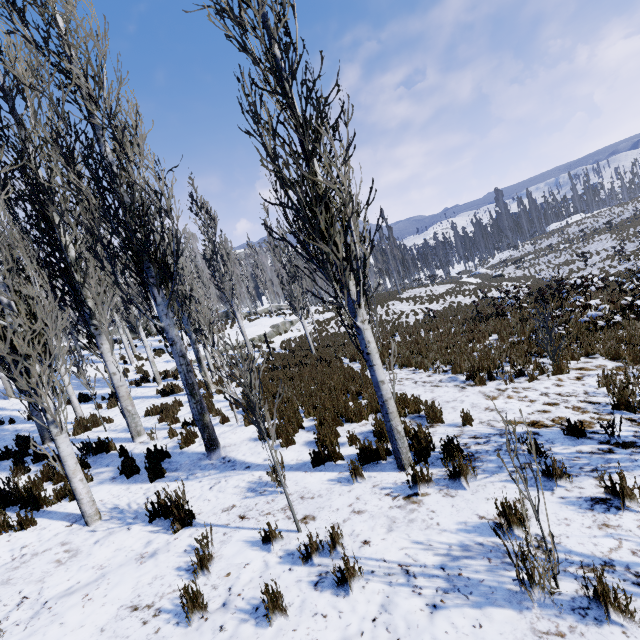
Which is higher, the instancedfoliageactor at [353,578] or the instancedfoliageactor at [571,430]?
the instancedfoliageactor at [353,578]

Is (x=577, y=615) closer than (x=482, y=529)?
Yes

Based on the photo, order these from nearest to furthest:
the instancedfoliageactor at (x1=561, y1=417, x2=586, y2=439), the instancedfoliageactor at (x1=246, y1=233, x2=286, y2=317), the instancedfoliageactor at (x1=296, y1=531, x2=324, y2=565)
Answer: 1. the instancedfoliageactor at (x1=296, y1=531, x2=324, y2=565)
2. the instancedfoliageactor at (x1=561, y1=417, x2=586, y2=439)
3. the instancedfoliageactor at (x1=246, y1=233, x2=286, y2=317)

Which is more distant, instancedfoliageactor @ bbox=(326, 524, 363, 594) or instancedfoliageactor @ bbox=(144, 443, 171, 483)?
instancedfoliageactor @ bbox=(144, 443, 171, 483)

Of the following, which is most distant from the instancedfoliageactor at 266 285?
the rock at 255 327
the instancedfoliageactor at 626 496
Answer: the instancedfoliageactor at 626 496

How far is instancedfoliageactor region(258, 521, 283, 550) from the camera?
3.81m

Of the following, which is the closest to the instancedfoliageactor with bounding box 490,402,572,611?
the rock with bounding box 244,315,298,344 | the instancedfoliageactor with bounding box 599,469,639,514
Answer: the rock with bounding box 244,315,298,344
